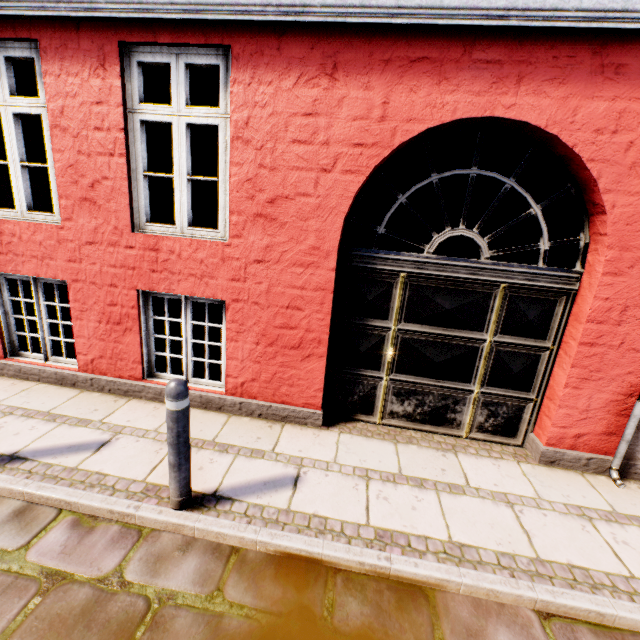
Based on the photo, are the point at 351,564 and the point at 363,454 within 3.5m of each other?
yes

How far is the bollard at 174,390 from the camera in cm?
232

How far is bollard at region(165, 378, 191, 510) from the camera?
2.3 meters
